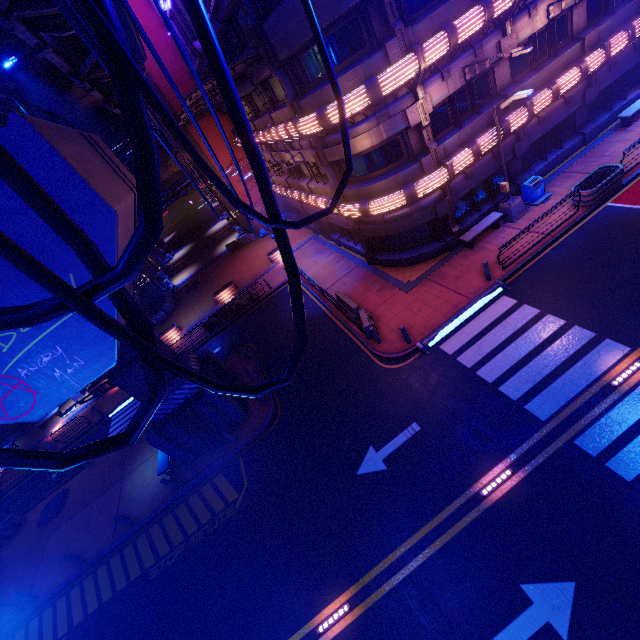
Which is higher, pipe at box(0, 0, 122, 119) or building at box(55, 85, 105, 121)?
building at box(55, 85, 105, 121)

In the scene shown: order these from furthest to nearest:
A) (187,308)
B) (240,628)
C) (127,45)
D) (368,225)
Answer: (187,308) → (368,225) → (240,628) → (127,45)

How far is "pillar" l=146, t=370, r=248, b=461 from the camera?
15.2 meters

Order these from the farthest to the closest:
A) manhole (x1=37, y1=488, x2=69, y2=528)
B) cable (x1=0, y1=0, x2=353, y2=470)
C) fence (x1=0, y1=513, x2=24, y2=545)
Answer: fence (x1=0, y1=513, x2=24, y2=545), manhole (x1=37, y1=488, x2=69, y2=528), cable (x1=0, y1=0, x2=353, y2=470)

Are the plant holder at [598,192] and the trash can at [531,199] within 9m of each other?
yes

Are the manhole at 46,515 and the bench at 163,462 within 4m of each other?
no

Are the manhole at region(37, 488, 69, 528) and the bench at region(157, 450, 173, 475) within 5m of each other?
no

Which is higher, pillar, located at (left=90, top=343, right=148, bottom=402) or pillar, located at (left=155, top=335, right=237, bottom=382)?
pillar, located at (left=90, top=343, right=148, bottom=402)
